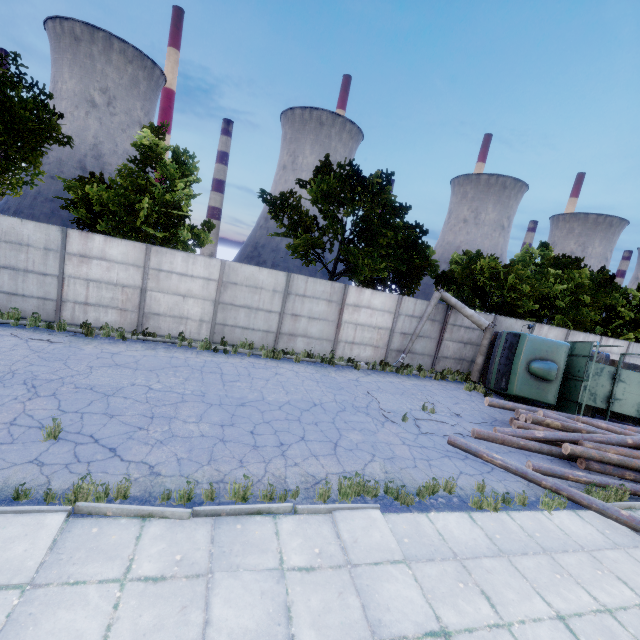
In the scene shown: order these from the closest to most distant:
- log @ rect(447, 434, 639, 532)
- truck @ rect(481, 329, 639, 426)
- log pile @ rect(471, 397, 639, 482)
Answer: log @ rect(447, 434, 639, 532), log pile @ rect(471, 397, 639, 482), truck @ rect(481, 329, 639, 426)

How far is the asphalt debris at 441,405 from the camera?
10.2m

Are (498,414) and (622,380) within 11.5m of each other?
yes

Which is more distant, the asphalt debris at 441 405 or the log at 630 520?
the asphalt debris at 441 405

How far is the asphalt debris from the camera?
10.2 meters

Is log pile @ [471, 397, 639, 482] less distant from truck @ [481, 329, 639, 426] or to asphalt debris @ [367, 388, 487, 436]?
asphalt debris @ [367, 388, 487, 436]

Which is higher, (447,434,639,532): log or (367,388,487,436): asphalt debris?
(447,434,639,532): log

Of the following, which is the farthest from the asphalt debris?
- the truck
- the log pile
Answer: the truck
